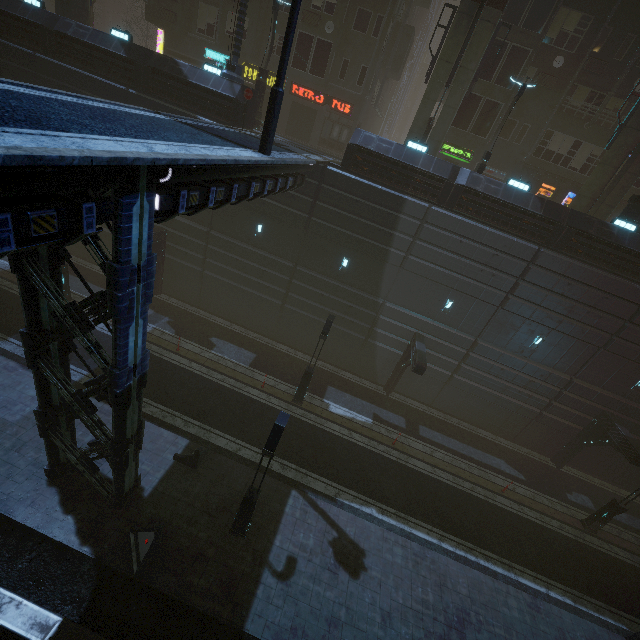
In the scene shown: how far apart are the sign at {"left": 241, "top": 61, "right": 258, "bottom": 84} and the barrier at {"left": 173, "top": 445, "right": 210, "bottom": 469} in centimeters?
2659cm

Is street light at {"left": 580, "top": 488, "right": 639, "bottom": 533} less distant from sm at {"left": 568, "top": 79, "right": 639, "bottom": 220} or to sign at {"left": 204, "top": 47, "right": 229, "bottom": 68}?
sm at {"left": 568, "top": 79, "right": 639, "bottom": 220}

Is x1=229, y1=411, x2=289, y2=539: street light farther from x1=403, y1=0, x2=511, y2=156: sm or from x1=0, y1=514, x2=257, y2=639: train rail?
x1=403, y1=0, x2=511, y2=156: sm

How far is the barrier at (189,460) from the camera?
13.04m

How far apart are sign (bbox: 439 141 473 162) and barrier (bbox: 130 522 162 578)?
28.5 meters

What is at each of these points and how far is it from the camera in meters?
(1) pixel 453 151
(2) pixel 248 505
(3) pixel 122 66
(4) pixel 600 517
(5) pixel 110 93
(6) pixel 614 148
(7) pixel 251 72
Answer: (1) sign, 24.8
(2) street light, 10.9
(3) building, 18.1
(4) street light, 16.9
(5) building, 18.1
(6) sm, 17.5
(7) sign, 25.8

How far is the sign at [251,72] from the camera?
25.59m

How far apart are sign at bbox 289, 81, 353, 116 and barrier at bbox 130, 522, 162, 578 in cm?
2835
